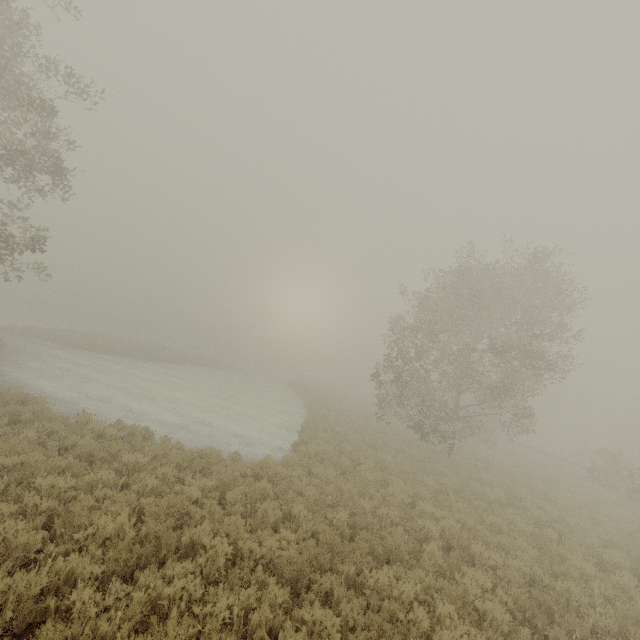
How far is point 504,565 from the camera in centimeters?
793cm
